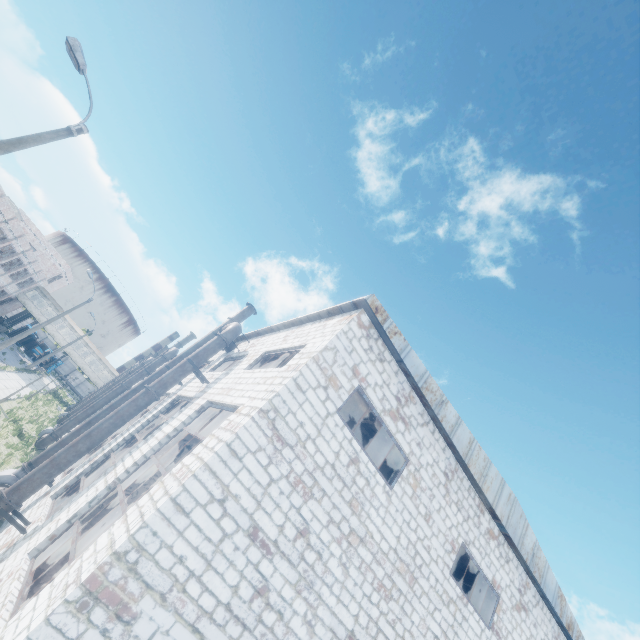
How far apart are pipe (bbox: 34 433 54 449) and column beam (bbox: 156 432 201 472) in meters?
14.6 m

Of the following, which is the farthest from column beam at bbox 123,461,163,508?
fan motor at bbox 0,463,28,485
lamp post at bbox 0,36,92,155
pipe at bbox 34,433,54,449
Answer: pipe at bbox 34,433,54,449

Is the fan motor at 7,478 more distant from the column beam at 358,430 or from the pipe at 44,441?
the column beam at 358,430

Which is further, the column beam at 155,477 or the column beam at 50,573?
the column beam at 155,477

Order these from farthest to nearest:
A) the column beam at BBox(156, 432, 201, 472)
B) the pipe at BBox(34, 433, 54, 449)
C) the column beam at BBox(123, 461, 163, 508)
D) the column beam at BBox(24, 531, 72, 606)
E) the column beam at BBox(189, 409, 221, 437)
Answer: the pipe at BBox(34, 433, 54, 449) < the column beam at BBox(189, 409, 221, 437) < the column beam at BBox(156, 432, 201, 472) < the column beam at BBox(123, 461, 163, 508) < the column beam at BBox(24, 531, 72, 606)

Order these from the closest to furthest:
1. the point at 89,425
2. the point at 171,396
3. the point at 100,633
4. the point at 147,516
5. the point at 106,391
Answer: the point at 100,633 → the point at 147,516 → the point at 89,425 → the point at 171,396 → the point at 106,391

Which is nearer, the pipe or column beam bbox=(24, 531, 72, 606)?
column beam bbox=(24, 531, 72, 606)
